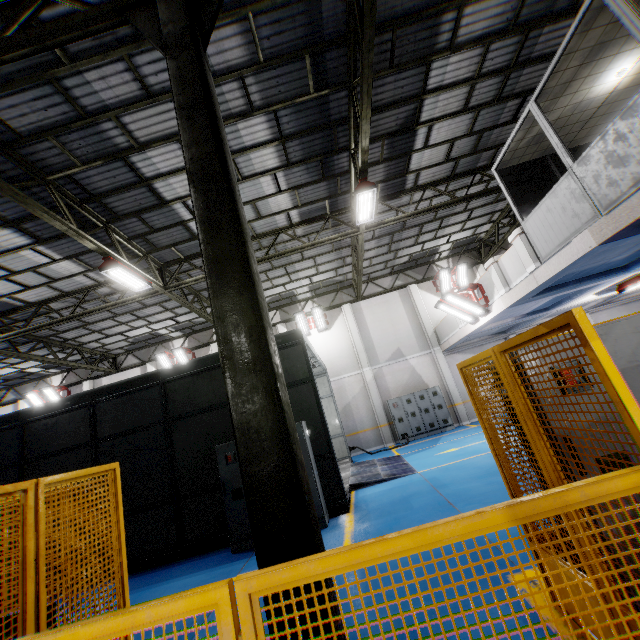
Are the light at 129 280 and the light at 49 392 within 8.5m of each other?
no

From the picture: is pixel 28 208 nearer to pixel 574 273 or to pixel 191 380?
pixel 191 380

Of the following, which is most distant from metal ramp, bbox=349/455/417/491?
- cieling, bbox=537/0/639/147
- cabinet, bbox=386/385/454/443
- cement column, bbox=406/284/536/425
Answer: cieling, bbox=537/0/639/147

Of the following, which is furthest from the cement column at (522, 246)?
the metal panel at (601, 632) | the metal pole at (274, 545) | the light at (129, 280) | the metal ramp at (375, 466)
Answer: the light at (129, 280)

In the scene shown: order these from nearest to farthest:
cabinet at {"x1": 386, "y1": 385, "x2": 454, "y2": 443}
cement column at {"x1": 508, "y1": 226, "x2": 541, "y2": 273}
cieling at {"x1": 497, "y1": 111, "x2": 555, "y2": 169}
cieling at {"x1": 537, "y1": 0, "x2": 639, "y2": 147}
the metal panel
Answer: the metal panel
cieling at {"x1": 537, "y1": 0, "x2": 639, "y2": 147}
cieling at {"x1": 497, "y1": 111, "x2": 555, "y2": 169}
cement column at {"x1": 508, "y1": 226, "x2": 541, "y2": 273}
cabinet at {"x1": 386, "y1": 385, "x2": 454, "y2": 443}

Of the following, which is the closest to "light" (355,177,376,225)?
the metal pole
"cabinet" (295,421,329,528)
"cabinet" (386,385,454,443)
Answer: the metal pole

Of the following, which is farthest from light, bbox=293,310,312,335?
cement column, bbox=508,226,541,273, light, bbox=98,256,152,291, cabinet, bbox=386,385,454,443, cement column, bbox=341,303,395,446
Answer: cement column, bbox=508,226,541,273

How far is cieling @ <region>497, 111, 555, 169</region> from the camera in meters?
7.5
